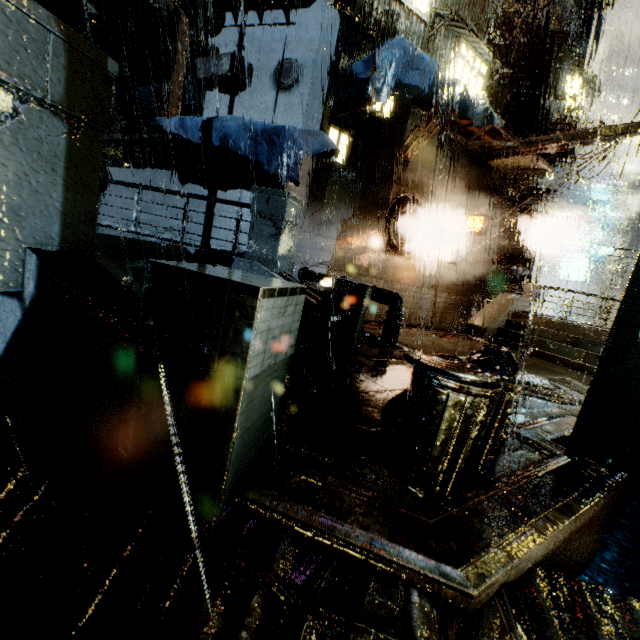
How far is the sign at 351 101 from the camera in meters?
9.1 m

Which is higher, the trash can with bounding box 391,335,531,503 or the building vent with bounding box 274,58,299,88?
the building vent with bounding box 274,58,299,88

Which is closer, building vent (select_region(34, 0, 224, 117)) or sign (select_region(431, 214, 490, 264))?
building vent (select_region(34, 0, 224, 117))

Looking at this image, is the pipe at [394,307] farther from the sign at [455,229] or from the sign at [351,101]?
the sign at [455,229]

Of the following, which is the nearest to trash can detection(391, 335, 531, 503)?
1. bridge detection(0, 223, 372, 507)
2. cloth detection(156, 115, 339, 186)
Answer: bridge detection(0, 223, 372, 507)

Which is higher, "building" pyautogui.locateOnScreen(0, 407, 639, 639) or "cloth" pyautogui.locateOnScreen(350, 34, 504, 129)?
"cloth" pyautogui.locateOnScreen(350, 34, 504, 129)

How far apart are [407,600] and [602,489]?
2.8 meters

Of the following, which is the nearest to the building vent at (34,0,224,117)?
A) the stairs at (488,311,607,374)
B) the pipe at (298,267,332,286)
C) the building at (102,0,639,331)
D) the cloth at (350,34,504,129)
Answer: the building at (102,0,639,331)
